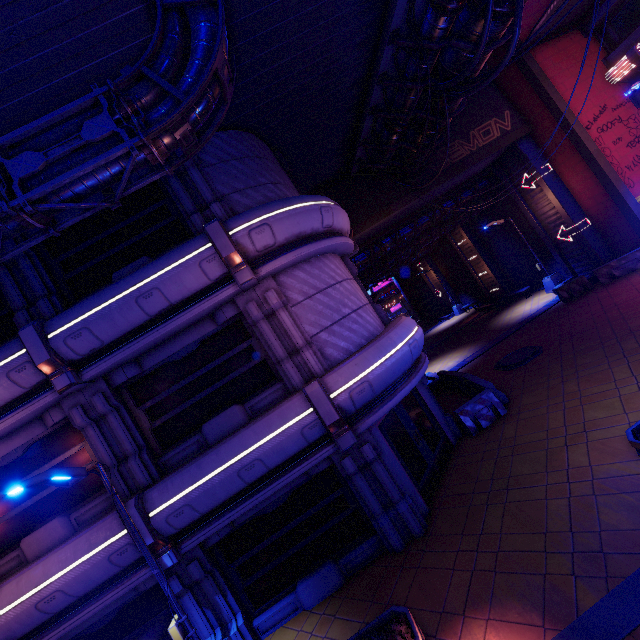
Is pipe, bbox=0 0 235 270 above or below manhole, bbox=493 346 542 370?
above

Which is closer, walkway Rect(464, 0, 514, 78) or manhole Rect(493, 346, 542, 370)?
walkway Rect(464, 0, 514, 78)

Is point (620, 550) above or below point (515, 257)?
below

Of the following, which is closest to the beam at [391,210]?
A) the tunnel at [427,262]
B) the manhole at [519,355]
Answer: the manhole at [519,355]

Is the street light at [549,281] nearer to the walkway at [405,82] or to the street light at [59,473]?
the walkway at [405,82]

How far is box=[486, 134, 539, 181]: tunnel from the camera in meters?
18.6 m

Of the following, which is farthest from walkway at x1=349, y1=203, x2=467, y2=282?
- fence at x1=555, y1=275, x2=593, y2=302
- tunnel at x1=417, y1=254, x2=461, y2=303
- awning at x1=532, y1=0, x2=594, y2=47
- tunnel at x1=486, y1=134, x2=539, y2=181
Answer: tunnel at x1=417, y1=254, x2=461, y2=303

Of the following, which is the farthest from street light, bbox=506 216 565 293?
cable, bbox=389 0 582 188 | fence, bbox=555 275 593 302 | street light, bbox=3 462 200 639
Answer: street light, bbox=3 462 200 639
